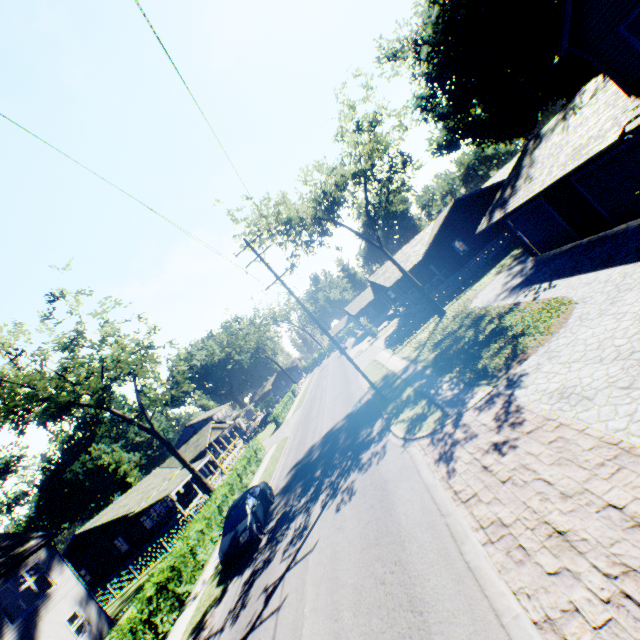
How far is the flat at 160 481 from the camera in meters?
32.9 m

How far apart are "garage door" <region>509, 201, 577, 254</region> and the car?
20.90m

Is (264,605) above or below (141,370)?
below

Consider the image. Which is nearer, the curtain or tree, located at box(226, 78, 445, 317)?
the curtain

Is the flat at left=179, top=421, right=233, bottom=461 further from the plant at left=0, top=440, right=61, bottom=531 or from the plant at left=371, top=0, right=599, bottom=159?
the plant at left=371, top=0, right=599, bottom=159

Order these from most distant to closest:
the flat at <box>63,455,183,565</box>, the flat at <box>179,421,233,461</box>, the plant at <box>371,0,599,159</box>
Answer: the flat at <box>179,421,233,461</box>, the flat at <box>63,455,183,565</box>, the plant at <box>371,0,599,159</box>

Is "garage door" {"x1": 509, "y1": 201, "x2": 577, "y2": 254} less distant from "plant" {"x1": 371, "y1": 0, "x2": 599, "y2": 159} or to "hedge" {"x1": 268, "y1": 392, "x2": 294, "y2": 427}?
"plant" {"x1": 371, "y1": 0, "x2": 599, "y2": 159}

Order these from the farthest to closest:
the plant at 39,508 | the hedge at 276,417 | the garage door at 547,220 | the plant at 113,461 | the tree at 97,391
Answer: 1. the plant at 113,461
2. the plant at 39,508
3. the hedge at 276,417
4. the tree at 97,391
5. the garage door at 547,220
